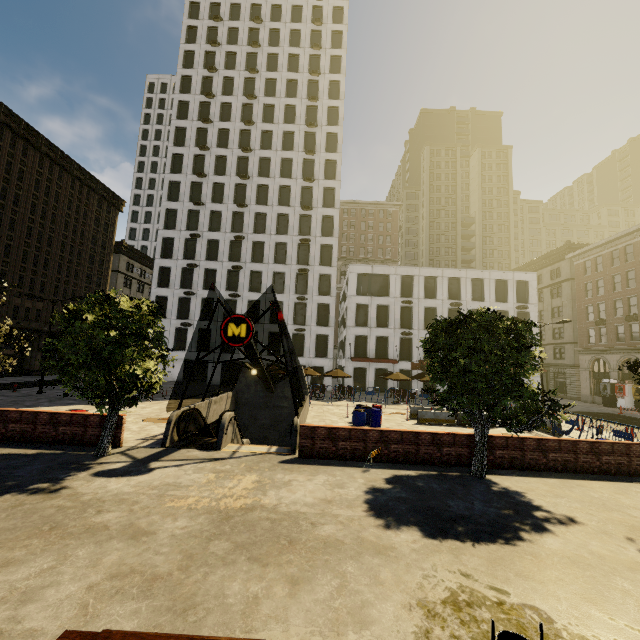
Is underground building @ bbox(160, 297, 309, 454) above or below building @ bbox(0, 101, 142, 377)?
below

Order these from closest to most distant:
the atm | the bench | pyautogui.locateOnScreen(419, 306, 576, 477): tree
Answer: the bench < pyautogui.locateOnScreen(419, 306, 576, 477): tree < the atm

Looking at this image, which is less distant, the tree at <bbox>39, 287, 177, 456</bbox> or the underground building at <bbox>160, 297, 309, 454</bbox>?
the tree at <bbox>39, 287, 177, 456</bbox>

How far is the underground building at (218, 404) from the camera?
13.09m

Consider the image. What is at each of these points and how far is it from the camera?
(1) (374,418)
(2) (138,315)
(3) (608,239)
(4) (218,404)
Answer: (1) barrel, 18.81m
(2) tree, 11.12m
(3) building, 38.19m
(4) underground building, 19.06m

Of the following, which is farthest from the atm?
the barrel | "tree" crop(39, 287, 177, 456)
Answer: the barrel

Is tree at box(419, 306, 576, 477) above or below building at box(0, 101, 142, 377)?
below

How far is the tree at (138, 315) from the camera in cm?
1034
